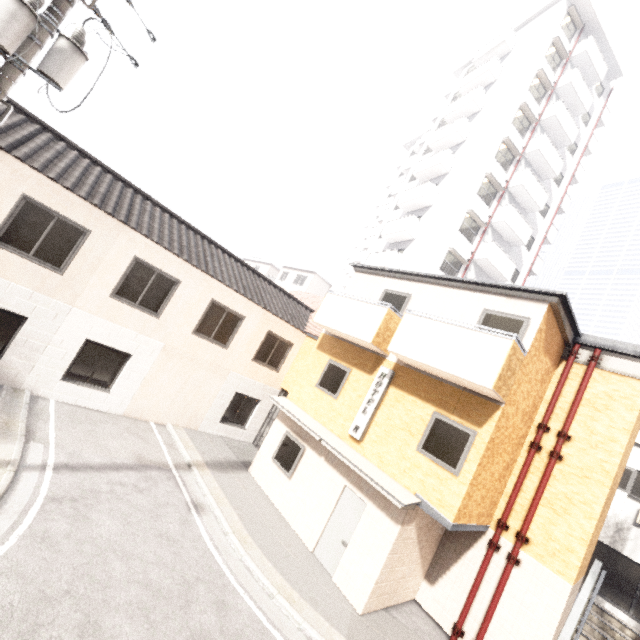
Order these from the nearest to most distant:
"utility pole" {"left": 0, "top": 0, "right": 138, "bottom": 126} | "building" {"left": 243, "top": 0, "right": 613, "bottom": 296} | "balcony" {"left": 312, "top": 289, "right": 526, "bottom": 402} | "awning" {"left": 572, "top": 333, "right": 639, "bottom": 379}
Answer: "utility pole" {"left": 0, "top": 0, "right": 138, "bottom": 126} → "balcony" {"left": 312, "top": 289, "right": 526, "bottom": 402} → "awning" {"left": 572, "top": 333, "right": 639, "bottom": 379} → "building" {"left": 243, "top": 0, "right": 613, "bottom": 296}

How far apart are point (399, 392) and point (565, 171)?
27.6m

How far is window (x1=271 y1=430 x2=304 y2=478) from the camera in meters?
10.9 m

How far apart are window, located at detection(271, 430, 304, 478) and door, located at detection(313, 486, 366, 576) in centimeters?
183cm

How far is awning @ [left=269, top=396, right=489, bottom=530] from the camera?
7.6 meters

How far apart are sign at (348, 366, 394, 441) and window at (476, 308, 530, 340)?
2.3m

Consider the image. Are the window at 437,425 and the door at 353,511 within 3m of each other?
yes

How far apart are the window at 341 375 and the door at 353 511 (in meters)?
2.57
